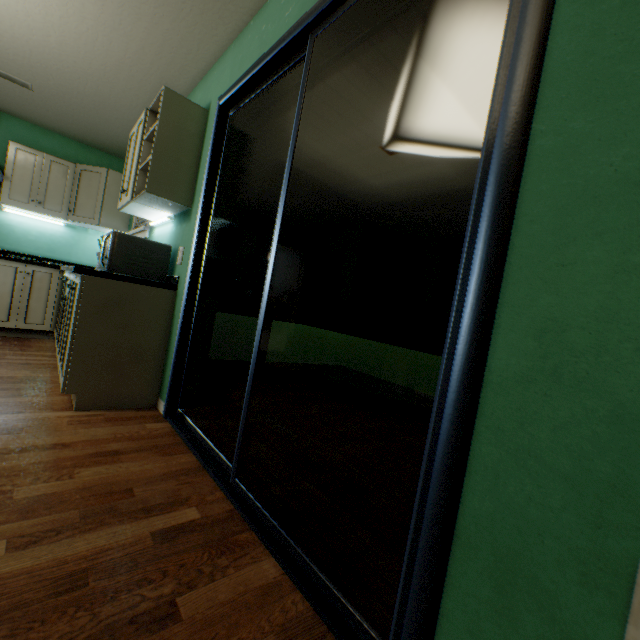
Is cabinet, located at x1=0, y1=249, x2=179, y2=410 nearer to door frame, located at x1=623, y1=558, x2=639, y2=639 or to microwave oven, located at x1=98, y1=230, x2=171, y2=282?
microwave oven, located at x1=98, y1=230, x2=171, y2=282

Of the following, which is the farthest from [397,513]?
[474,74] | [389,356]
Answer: [389,356]

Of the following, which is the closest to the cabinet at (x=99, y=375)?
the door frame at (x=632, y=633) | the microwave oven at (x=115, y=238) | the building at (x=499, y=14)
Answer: the microwave oven at (x=115, y=238)

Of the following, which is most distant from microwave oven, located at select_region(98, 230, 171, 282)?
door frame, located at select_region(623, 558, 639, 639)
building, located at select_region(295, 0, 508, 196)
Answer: door frame, located at select_region(623, 558, 639, 639)

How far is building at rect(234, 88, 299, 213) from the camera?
2.5 meters

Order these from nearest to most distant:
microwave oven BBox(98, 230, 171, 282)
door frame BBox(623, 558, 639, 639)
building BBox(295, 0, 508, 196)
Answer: door frame BBox(623, 558, 639, 639) < building BBox(295, 0, 508, 196) < microwave oven BBox(98, 230, 171, 282)

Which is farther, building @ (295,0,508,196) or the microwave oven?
the microwave oven

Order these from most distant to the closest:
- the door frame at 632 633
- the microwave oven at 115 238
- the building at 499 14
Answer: the microwave oven at 115 238 → the building at 499 14 → the door frame at 632 633
